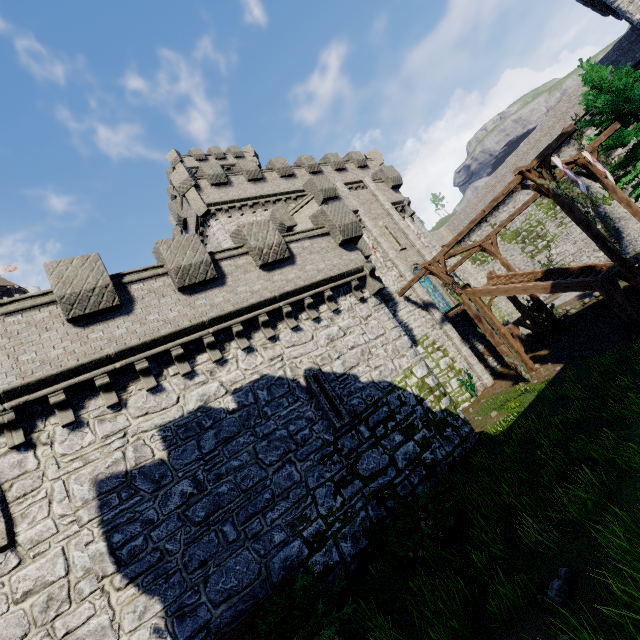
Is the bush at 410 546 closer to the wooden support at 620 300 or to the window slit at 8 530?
the window slit at 8 530

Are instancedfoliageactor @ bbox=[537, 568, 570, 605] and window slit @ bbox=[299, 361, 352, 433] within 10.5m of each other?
yes

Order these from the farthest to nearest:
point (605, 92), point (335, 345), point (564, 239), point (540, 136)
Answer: point (564, 239) < point (540, 136) < point (605, 92) < point (335, 345)

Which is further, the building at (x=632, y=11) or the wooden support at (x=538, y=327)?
the building at (x=632, y=11)

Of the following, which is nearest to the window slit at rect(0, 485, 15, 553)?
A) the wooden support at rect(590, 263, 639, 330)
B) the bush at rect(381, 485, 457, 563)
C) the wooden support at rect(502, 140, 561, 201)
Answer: the bush at rect(381, 485, 457, 563)

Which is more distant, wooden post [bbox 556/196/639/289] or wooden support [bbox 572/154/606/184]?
wooden support [bbox 572/154/606/184]

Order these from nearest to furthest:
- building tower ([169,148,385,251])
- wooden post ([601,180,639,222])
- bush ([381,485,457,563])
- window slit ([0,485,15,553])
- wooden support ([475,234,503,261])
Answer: window slit ([0,485,15,553]) < bush ([381,485,457,563]) < wooden post ([601,180,639,222]) < wooden support ([475,234,503,261]) < building tower ([169,148,385,251])

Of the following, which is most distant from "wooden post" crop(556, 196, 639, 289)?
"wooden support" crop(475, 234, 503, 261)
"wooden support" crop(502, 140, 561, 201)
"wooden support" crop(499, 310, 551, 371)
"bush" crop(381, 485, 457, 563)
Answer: "bush" crop(381, 485, 457, 563)
